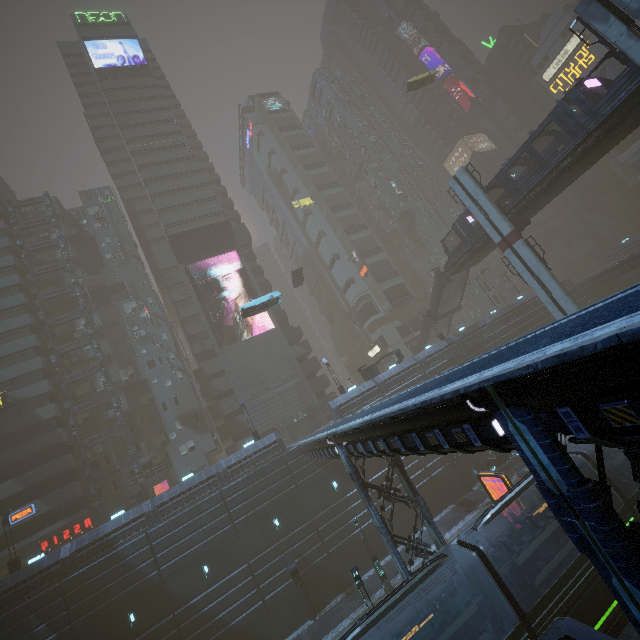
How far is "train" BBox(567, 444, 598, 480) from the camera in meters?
16.8 m

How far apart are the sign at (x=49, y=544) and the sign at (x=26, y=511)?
3.66m

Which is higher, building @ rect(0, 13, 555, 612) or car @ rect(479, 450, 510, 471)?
building @ rect(0, 13, 555, 612)

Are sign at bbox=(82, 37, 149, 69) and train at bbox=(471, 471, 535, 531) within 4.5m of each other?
no

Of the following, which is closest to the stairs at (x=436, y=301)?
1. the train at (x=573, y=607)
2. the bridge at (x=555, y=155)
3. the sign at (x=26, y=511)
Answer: the bridge at (x=555, y=155)

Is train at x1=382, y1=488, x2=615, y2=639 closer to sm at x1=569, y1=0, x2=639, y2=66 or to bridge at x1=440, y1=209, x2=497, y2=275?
sm at x1=569, y1=0, x2=639, y2=66

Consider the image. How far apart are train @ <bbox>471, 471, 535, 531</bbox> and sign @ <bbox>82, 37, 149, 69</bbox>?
79.1m

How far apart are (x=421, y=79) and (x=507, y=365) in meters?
54.4
